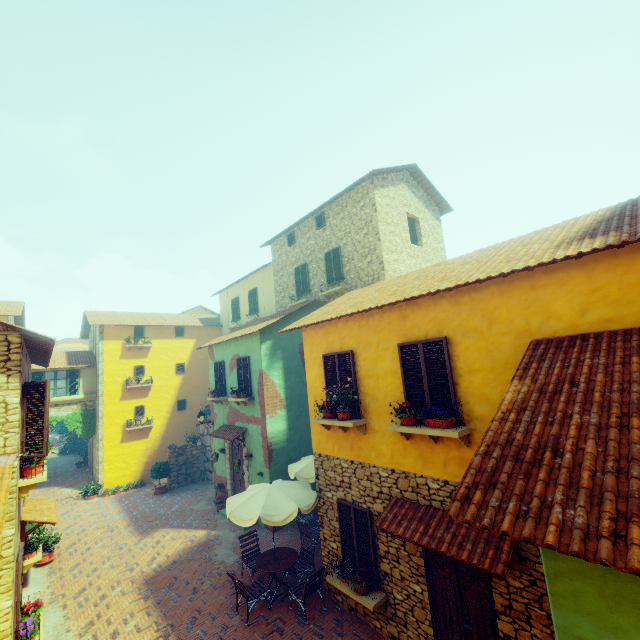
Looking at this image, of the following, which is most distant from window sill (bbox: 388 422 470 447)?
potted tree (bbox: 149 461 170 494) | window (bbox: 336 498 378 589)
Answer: potted tree (bbox: 149 461 170 494)

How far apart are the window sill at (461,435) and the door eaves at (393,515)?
1.2 meters

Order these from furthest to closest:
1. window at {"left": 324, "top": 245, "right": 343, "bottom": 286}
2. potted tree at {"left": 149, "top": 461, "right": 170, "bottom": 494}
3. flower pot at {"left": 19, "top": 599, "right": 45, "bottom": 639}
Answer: potted tree at {"left": 149, "top": 461, "right": 170, "bottom": 494} → window at {"left": 324, "top": 245, "right": 343, "bottom": 286} → flower pot at {"left": 19, "top": 599, "right": 45, "bottom": 639}

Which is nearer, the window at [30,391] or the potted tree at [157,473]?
the window at [30,391]

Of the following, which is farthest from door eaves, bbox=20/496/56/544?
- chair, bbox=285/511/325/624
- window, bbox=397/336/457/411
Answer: chair, bbox=285/511/325/624

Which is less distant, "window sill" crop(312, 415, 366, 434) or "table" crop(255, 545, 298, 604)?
"window sill" crop(312, 415, 366, 434)

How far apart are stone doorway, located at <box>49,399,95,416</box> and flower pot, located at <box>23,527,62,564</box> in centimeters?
854cm

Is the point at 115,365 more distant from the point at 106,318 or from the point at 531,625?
the point at 531,625
